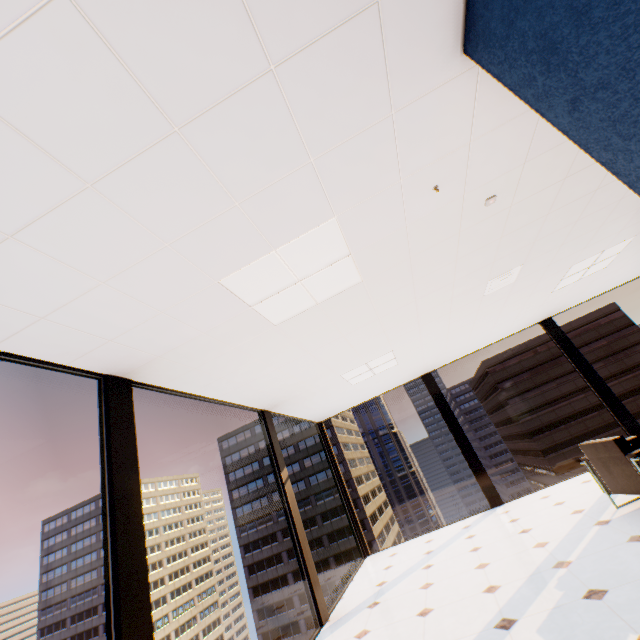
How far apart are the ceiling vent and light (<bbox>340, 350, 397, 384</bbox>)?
1.7m

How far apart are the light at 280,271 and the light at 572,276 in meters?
4.0

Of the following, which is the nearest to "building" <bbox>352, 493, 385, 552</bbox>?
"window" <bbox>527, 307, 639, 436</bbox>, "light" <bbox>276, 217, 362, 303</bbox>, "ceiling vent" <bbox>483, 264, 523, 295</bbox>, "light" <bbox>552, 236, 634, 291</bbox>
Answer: "window" <bbox>527, 307, 639, 436</bbox>

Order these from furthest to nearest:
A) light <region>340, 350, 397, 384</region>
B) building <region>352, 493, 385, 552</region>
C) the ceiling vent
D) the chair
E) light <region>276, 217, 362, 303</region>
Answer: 1. building <region>352, 493, 385, 552</region>
2. light <region>340, 350, 397, 384</region>
3. the ceiling vent
4. the chair
5. light <region>276, 217, 362, 303</region>

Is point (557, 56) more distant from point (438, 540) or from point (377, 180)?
point (438, 540)

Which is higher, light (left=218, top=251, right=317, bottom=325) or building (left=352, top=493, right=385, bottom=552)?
light (left=218, top=251, right=317, bottom=325)

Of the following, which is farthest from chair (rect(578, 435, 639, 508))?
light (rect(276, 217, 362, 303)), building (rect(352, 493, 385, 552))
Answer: building (rect(352, 493, 385, 552))

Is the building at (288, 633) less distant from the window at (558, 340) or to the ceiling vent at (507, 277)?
the window at (558, 340)
